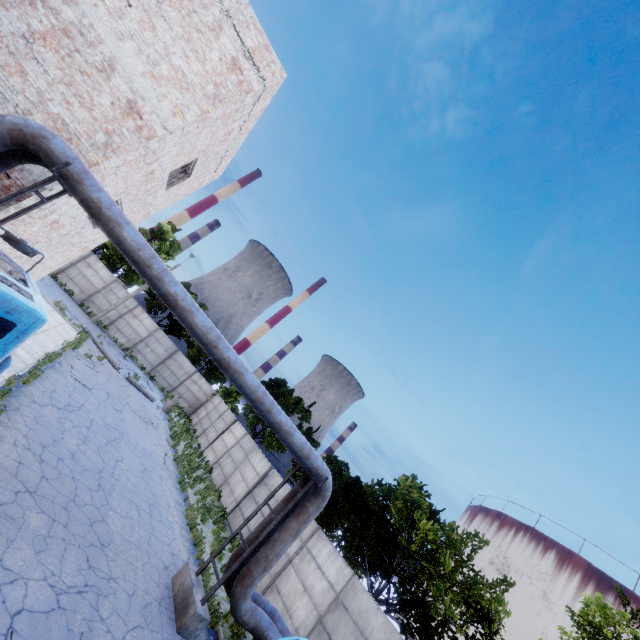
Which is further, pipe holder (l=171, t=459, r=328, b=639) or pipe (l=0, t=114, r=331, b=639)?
pipe holder (l=171, t=459, r=328, b=639)

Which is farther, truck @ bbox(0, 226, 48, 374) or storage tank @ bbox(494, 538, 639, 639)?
storage tank @ bbox(494, 538, 639, 639)

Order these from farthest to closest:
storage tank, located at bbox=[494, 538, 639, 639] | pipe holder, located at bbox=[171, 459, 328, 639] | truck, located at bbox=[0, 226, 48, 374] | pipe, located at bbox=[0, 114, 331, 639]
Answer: storage tank, located at bbox=[494, 538, 639, 639] → pipe holder, located at bbox=[171, 459, 328, 639] → pipe, located at bbox=[0, 114, 331, 639] → truck, located at bbox=[0, 226, 48, 374]

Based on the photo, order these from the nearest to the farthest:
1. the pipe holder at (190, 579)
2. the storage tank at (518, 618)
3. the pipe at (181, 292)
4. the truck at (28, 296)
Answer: the truck at (28, 296) → the pipe at (181, 292) → the pipe holder at (190, 579) → the storage tank at (518, 618)

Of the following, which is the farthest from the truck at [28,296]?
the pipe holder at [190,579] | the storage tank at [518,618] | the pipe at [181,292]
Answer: the storage tank at [518,618]

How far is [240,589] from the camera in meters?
8.9

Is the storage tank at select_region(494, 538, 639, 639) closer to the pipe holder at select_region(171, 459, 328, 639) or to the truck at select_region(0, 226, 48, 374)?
the pipe holder at select_region(171, 459, 328, 639)

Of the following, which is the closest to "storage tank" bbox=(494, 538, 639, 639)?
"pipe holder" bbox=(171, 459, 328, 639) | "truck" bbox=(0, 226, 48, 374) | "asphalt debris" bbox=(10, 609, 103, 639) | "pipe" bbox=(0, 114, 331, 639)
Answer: "pipe" bbox=(0, 114, 331, 639)
